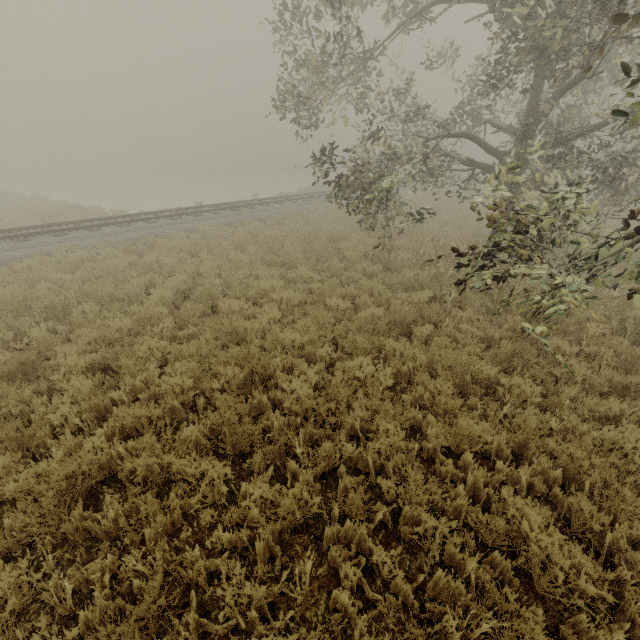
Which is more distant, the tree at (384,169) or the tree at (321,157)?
the tree at (321,157)

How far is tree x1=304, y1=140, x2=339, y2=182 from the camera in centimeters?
820cm

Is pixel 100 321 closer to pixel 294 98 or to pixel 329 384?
pixel 329 384

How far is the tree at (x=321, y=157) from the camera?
8.20m

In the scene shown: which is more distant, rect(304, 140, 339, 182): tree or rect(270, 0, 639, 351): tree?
rect(304, 140, 339, 182): tree
